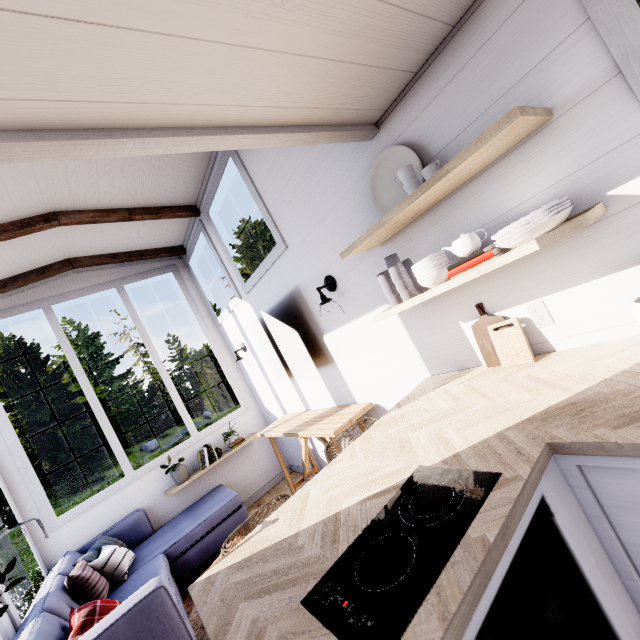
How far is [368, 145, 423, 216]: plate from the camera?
1.7m

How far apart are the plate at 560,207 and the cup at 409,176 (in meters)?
0.43

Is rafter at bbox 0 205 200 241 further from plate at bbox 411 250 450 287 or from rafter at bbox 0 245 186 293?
plate at bbox 411 250 450 287

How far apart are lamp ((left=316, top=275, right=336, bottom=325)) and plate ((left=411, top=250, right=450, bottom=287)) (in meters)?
0.91

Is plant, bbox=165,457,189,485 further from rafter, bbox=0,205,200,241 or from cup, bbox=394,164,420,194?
cup, bbox=394,164,420,194

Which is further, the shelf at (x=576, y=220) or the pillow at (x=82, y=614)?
the pillow at (x=82, y=614)

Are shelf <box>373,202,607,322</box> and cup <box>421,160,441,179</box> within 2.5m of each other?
yes

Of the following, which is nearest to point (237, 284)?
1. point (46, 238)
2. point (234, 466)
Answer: point (46, 238)
